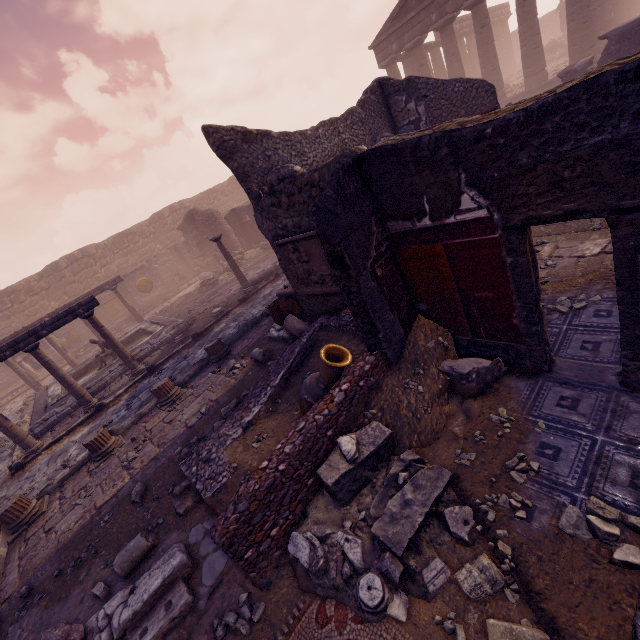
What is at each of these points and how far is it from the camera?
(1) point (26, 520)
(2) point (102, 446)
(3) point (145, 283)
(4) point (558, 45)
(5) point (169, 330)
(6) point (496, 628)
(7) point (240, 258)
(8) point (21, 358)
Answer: (1) column base, 6.1m
(2) column base, 6.8m
(3) relief sculpture, 20.8m
(4) sculpture, 26.5m
(5) pool, 12.3m
(6) rocks, 2.2m
(7) debris pile, 18.4m
(8) altar, 16.8m

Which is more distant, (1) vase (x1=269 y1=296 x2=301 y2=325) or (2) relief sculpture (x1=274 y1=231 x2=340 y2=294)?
(1) vase (x1=269 y1=296 x2=301 y2=325)

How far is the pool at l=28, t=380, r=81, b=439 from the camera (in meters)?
9.98

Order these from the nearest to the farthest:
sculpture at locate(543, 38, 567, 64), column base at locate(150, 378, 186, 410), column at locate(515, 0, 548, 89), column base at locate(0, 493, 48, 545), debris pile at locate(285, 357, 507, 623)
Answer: debris pile at locate(285, 357, 507, 623), column base at locate(0, 493, 48, 545), column base at locate(150, 378, 186, 410), column at locate(515, 0, 548, 89), sculpture at locate(543, 38, 567, 64)

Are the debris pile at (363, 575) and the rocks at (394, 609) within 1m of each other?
yes

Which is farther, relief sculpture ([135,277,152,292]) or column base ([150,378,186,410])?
relief sculpture ([135,277,152,292])

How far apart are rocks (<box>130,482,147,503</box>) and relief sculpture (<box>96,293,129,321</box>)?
19.2 meters

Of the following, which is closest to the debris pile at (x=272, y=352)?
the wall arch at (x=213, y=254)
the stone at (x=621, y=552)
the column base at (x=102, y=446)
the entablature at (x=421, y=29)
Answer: the column base at (x=102, y=446)
